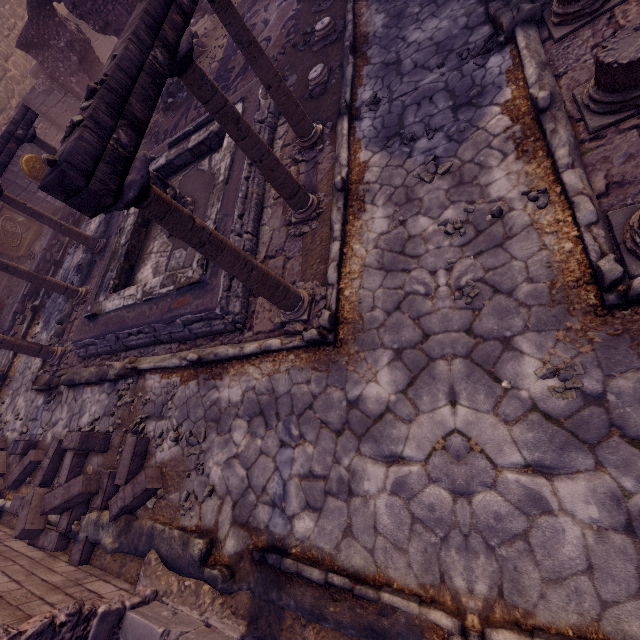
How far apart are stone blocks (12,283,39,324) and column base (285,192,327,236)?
10.1 meters

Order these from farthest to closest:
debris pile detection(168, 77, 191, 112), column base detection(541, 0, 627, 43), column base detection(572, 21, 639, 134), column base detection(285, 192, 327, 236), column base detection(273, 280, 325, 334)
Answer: debris pile detection(168, 77, 191, 112), column base detection(285, 192, 327, 236), column base detection(273, 280, 325, 334), column base detection(541, 0, 627, 43), column base detection(572, 21, 639, 134)

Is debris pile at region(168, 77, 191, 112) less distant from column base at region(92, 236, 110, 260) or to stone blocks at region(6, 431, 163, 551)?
column base at region(92, 236, 110, 260)

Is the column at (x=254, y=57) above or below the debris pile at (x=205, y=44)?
above

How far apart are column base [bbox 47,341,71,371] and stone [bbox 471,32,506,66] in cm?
977

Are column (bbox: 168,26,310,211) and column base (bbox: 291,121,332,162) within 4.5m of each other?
yes

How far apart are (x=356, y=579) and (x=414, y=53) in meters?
7.3

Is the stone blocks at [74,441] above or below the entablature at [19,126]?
below
